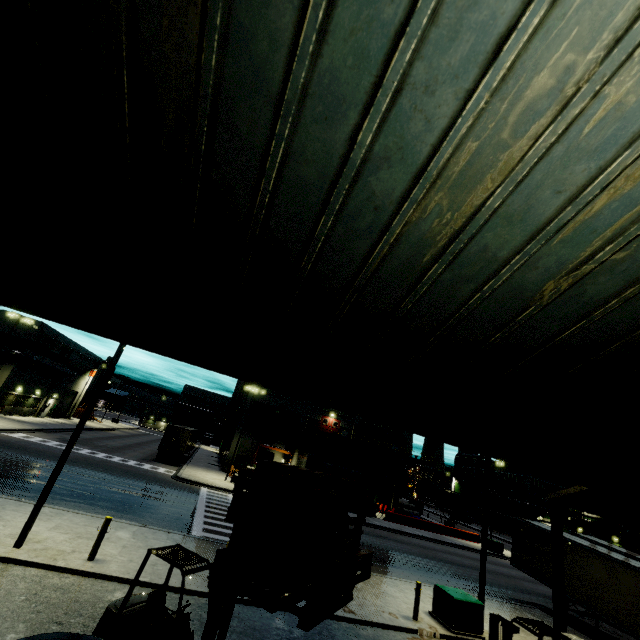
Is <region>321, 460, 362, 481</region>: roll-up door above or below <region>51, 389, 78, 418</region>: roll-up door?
above

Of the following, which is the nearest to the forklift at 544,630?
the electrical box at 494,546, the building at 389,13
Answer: the building at 389,13

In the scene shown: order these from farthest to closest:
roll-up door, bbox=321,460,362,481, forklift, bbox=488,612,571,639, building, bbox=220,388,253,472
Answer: building, bbox=220,388,253,472 < roll-up door, bbox=321,460,362,481 < forklift, bbox=488,612,571,639

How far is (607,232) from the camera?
2.2 meters

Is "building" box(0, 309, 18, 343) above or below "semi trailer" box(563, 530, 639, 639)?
above

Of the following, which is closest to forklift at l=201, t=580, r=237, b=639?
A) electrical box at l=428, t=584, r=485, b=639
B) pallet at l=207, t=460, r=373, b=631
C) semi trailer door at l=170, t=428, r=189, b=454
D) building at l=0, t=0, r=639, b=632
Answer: pallet at l=207, t=460, r=373, b=631

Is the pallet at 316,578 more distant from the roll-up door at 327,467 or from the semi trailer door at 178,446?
the semi trailer door at 178,446

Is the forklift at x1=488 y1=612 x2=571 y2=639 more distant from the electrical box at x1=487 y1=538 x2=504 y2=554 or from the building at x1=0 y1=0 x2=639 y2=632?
the electrical box at x1=487 y1=538 x2=504 y2=554
